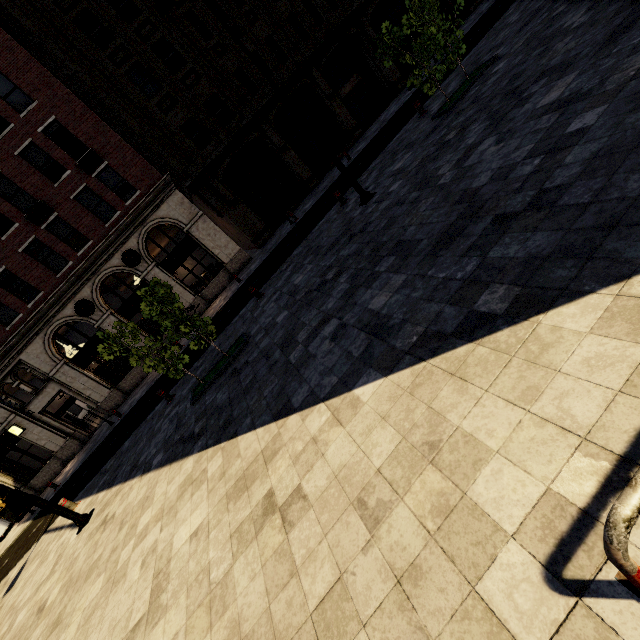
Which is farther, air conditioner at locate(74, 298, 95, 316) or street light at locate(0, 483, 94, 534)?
air conditioner at locate(74, 298, 95, 316)

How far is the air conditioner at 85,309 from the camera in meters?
18.9 m

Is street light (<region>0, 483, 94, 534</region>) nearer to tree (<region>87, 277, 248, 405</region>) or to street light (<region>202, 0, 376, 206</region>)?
tree (<region>87, 277, 248, 405</region>)

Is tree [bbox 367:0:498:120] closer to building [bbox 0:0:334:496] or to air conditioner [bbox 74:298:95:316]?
building [bbox 0:0:334:496]

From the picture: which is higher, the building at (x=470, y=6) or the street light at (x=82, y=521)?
the building at (x=470, y=6)

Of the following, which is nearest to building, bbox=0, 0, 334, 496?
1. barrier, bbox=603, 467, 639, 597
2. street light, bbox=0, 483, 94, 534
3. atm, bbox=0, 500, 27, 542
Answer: atm, bbox=0, 500, 27, 542

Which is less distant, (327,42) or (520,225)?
(520,225)

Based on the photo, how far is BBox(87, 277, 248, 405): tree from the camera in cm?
886
